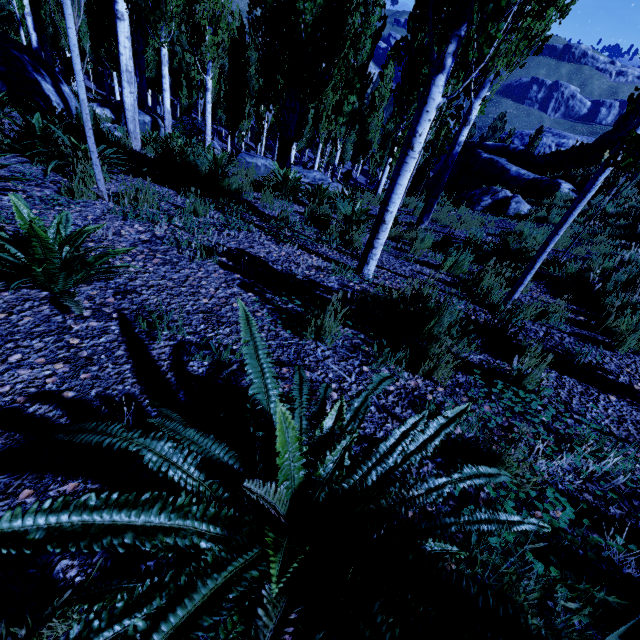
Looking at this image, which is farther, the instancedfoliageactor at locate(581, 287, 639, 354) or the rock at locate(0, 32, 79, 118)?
the rock at locate(0, 32, 79, 118)

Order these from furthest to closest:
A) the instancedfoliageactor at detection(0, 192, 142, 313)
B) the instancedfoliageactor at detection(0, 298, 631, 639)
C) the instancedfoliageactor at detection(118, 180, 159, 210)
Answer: the instancedfoliageactor at detection(118, 180, 159, 210)
the instancedfoliageactor at detection(0, 192, 142, 313)
the instancedfoliageactor at detection(0, 298, 631, 639)

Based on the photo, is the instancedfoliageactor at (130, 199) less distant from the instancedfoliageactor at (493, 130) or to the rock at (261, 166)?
the rock at (261, 166)

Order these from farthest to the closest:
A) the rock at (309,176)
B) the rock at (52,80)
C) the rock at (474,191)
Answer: the rock at (309,176), the rock at (474,191), the rock at (52,80)

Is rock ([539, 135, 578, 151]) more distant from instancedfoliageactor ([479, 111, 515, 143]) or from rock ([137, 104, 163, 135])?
rock ([137, 104, 163, 135])

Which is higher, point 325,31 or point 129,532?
point 325,31

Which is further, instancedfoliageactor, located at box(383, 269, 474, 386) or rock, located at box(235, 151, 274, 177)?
rock, located at box(235, 151, 274, 177)

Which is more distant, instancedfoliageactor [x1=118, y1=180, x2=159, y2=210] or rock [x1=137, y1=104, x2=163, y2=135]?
rock [x1=137, y1=104, x2=163, y2=135]
